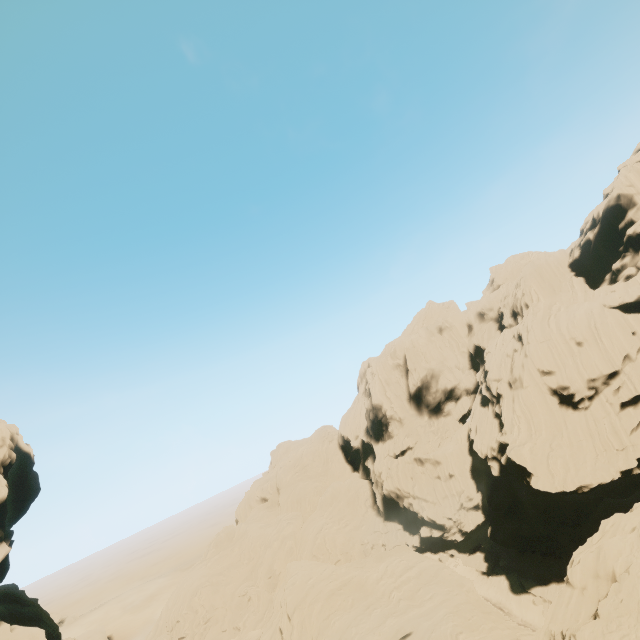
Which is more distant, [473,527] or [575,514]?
[473,527]

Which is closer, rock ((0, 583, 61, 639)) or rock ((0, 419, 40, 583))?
rock ((0, 583, 61, 639))

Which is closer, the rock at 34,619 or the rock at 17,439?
the rock at 34,619

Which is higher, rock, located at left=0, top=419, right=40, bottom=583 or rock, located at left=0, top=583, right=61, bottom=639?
rock, located at left=0, top=419, right=40, bottom=583
